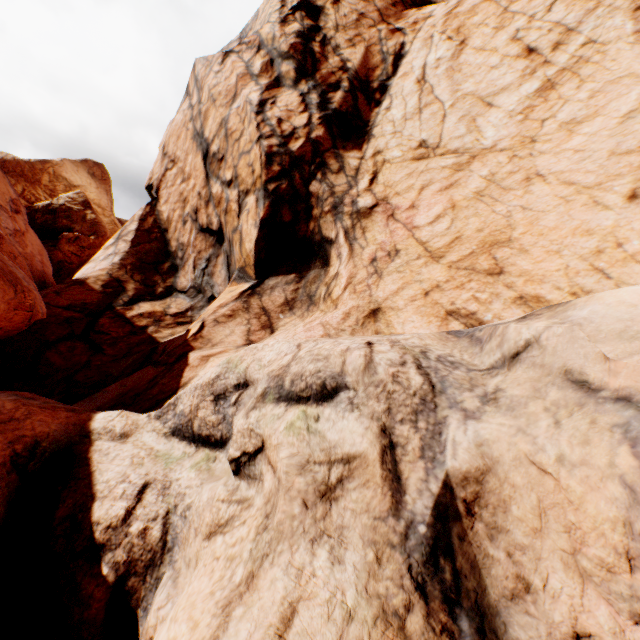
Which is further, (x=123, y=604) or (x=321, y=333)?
(x=321, y=333)
